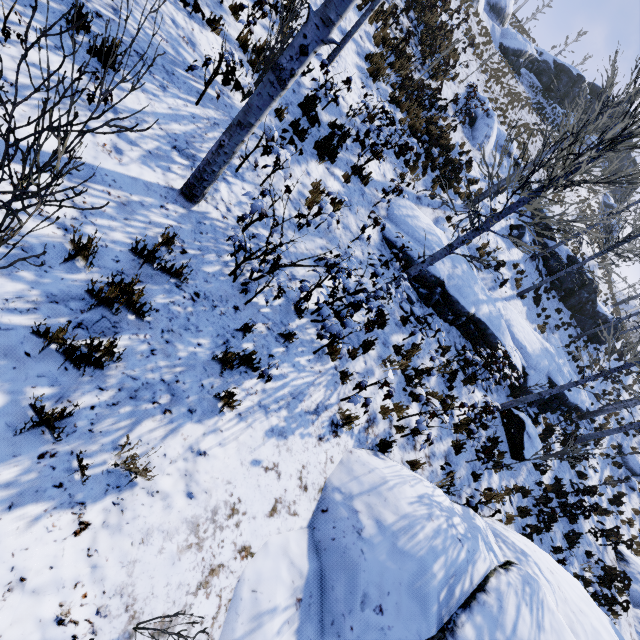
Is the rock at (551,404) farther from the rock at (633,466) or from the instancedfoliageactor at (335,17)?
the rock at (633,466)

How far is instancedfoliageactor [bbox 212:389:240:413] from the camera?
3.6 meters

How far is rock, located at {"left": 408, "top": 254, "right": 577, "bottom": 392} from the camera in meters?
9.9 m

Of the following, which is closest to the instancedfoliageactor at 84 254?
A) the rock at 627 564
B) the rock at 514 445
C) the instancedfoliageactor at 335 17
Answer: the instancedfoliageactor at 335 17

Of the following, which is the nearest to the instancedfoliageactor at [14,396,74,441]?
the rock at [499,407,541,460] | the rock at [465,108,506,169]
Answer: the rock at [499,407,541,460]

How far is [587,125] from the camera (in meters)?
3.40

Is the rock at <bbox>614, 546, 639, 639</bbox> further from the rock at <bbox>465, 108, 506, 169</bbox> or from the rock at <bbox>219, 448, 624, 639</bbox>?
the rock at <bbox>465, 108, 506, 169</bbox>

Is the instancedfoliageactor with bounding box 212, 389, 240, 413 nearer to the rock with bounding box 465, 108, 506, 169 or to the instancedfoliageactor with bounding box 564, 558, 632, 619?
the instancedfoliageactor with bounding box 564, 558, 632, 619
